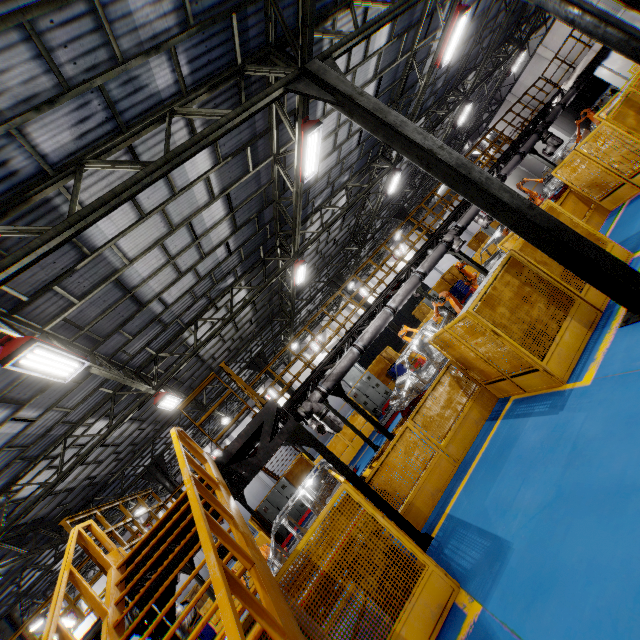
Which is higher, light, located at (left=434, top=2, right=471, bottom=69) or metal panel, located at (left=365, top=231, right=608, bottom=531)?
light, located at (left=434, top=2, right=471, bottom=69)

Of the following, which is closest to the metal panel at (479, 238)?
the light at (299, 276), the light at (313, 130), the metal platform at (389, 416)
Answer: the metal platform at (389, 416)

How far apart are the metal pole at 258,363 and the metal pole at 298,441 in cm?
1188

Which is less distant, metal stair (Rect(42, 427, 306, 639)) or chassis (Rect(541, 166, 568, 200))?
metal stair (Rect(42, 427, 306, 639))

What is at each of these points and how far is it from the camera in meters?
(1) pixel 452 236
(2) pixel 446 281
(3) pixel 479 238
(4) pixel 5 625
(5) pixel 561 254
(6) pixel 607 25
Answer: (1) vent pipe, 13.3 m
(2) metal panel, 24.2 m
(3) metal panel, 24.4 m
(4) metal pole, 14.4 m
(5) metal pole, 5.9 m
(6) metal pole, 8.5 m

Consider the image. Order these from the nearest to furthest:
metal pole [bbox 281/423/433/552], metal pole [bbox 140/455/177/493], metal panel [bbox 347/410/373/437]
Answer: metal pole [bbox 281/423/433/552] < metal pole [bbox 140/455/177/493] < metal panel [bbox 347/410/373/437]

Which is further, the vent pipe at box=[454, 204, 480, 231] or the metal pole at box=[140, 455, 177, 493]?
the metal pole at box=[140, 455, 177, 493]

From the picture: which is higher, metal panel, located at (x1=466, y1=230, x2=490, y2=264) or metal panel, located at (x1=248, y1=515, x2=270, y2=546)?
metal panel, located at (x1=466, y1=230, x2=490, y2=264)
